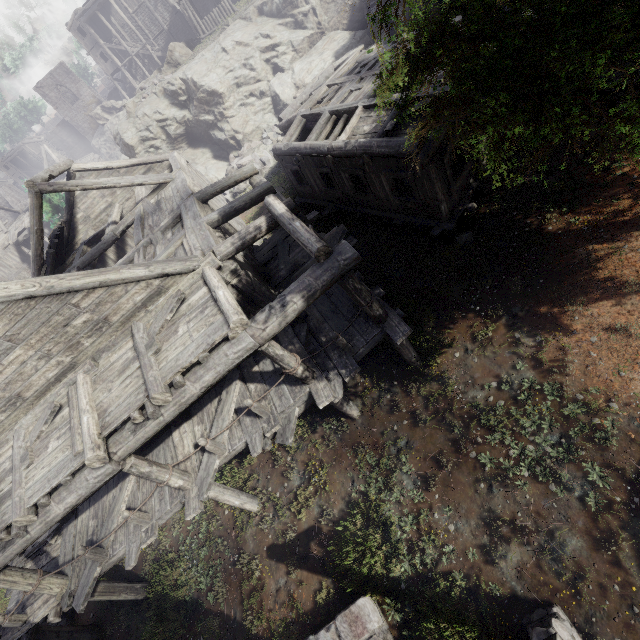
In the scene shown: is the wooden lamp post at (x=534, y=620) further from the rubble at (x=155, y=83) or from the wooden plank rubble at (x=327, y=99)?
the rubble at (x=155, y=83)

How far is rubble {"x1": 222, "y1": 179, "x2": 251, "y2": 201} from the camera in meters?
22.0 m

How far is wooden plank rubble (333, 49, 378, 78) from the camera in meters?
14.7 m

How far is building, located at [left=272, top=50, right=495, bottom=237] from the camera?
10.2 meters

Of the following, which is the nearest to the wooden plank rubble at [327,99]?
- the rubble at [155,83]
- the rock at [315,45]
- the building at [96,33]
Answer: the building at [96,33]

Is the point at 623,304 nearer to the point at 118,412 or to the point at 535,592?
the point at 535,592

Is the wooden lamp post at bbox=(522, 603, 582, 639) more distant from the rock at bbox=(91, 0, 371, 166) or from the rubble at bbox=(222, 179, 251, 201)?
the rock at bbox=(91, 0, 371, 166)

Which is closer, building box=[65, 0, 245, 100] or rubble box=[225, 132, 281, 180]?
rubble box=[225, 132, 281, 180]
